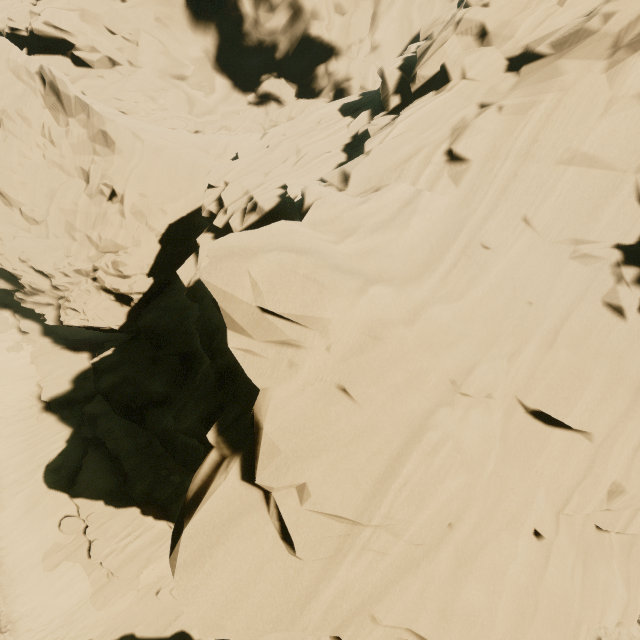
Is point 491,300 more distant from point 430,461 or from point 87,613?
point 87,613
